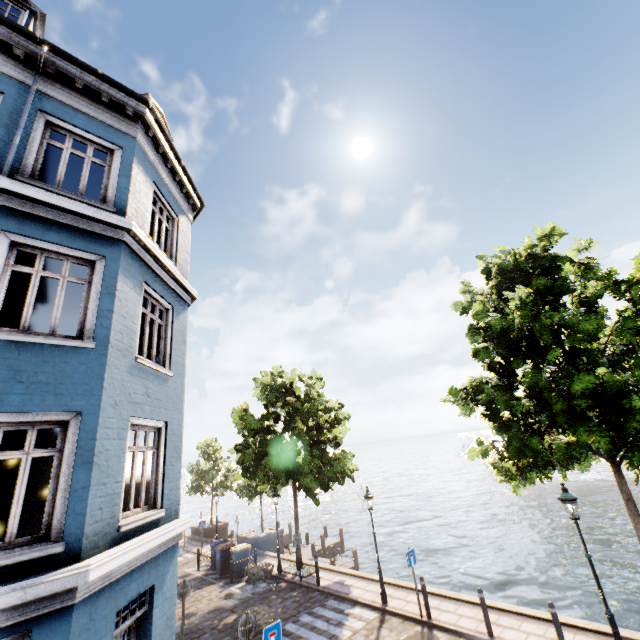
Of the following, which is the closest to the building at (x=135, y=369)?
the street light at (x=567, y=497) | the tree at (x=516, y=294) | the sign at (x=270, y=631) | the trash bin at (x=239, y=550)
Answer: the sign at (x=270, y=631)

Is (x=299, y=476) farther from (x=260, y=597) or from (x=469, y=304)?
(x=469, y=304)

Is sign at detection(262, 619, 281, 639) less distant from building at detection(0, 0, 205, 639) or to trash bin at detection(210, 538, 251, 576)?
building at detection(0, 0, 205, 639)

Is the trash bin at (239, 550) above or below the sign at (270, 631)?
below

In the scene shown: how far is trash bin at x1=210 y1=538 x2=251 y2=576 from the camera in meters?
17.0

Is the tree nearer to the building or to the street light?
the street light

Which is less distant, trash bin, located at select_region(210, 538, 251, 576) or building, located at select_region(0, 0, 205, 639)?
building, located at select_region(0, 0, 205, 639)

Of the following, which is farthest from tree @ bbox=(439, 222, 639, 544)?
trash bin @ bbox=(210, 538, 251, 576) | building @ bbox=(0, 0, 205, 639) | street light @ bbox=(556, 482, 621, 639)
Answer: trash bin @ bbox=(210, 538, 251, 576)
